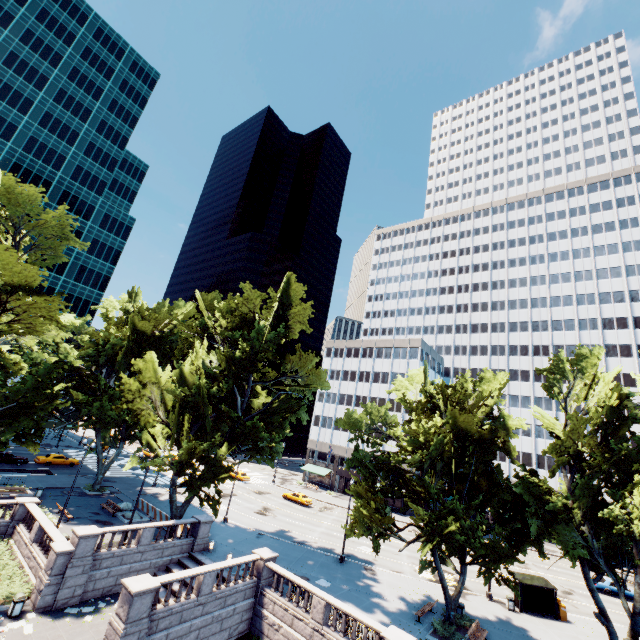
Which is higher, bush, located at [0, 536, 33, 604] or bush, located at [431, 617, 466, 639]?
bush, located at [431, 617, 466, 639]

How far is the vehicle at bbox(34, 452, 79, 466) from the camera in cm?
4459

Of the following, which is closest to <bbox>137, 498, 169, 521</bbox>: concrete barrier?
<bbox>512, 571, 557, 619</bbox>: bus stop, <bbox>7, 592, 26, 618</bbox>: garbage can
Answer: <bbox>7, 592, 26, 618</bbox>: garbage can

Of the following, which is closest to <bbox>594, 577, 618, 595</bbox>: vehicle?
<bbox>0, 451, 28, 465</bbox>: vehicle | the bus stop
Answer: the bus stop

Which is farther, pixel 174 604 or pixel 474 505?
pixel 474 505

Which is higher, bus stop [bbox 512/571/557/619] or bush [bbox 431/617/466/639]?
bus stop [bbox 512/571/557/619]

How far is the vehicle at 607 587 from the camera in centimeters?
3603cm

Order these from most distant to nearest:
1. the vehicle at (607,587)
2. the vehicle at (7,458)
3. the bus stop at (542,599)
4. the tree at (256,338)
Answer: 1. the vehicle at (7,458)
2. the vehicle at (607,587)
3. the bus stop at (542,599)
4. the tree at (256,338)
